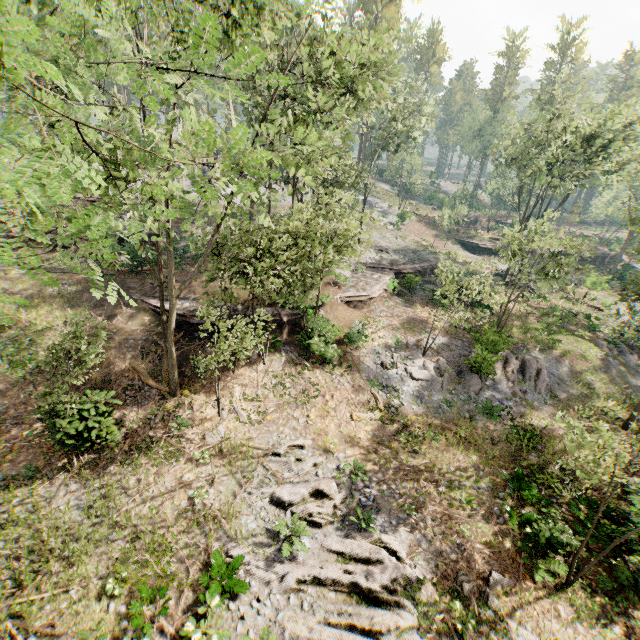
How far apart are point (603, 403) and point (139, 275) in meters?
33.7 m

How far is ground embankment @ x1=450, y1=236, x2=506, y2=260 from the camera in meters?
48.7 m

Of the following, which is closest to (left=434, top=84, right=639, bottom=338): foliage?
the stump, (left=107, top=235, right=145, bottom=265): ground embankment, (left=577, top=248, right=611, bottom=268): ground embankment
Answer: (left=577, top=248, right=611, bottom=268): ground embankment

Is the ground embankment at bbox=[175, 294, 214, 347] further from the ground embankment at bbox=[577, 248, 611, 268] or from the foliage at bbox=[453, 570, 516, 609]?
the ground embankment at bbox=[577, 248, 611, 268]

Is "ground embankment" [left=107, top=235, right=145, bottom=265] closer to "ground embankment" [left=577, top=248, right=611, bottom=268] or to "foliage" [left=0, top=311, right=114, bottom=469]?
"foliage" [left=0, top=311, right=114, bottom=469]

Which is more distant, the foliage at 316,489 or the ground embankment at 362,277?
the ground embankment at 362,277

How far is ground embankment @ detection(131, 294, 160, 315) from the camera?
21.03m
